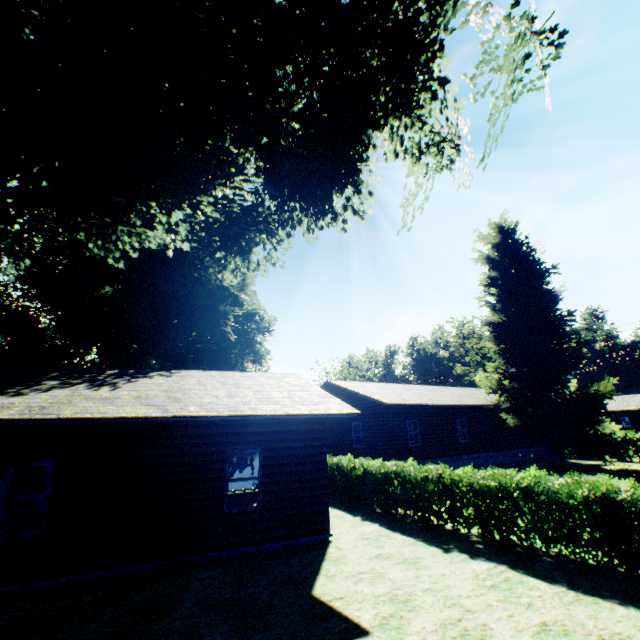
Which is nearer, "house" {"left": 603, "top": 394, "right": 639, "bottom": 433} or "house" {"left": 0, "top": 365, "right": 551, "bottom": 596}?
"house" {"left": 0, "top": 365, "right": 551, "bottom": 596}

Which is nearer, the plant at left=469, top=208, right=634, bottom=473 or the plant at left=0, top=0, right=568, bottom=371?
the plant at left=0, top=0, right=568, bottom=371

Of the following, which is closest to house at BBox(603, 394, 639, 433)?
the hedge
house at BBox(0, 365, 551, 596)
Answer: the hedge

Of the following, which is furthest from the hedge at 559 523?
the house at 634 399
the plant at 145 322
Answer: the house at 634 399

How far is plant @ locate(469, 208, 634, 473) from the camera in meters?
21.2

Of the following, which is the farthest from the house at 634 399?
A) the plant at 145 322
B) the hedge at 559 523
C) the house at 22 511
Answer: the house at 22 511

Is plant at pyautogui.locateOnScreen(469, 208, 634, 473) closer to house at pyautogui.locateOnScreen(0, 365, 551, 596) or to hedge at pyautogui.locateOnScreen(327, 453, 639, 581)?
hedge at pyautogui.locateOnScreen(327, 453, 639, 581)

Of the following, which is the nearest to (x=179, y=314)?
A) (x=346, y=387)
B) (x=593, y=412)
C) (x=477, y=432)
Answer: (x=346, y=387)
